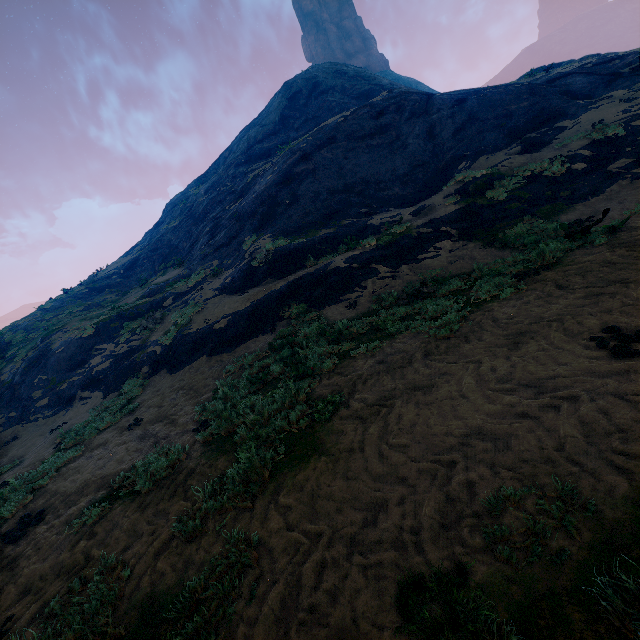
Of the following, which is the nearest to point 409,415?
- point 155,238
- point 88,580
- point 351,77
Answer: point 88,580
